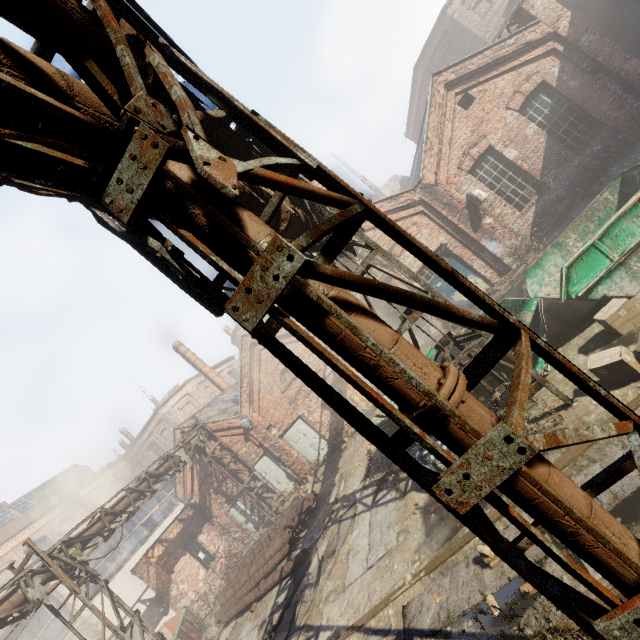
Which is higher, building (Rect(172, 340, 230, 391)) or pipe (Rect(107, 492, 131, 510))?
building (Rect(172, 340, 230, 391))

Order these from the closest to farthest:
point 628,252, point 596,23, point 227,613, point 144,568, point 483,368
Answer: point 483,368
point 628,252
point 227,613
point 144,568
point 596,23

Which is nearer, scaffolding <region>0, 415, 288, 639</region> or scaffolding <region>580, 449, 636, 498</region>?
scaffolding <region>580, 449, 636, 498</region>

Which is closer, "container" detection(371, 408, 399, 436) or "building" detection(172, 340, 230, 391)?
"container" detection(371, 408, 399, 436)

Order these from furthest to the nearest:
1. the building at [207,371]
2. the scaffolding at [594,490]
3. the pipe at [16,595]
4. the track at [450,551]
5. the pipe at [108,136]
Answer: the building at [207,371] → the pipe at [16,595] → the track at [450,551] → the scaffolding at [594,490] → the pipe at [108,136]

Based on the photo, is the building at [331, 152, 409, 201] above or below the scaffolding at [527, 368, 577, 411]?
above

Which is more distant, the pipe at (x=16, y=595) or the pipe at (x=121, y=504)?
the pipe at (x=121, y=504)

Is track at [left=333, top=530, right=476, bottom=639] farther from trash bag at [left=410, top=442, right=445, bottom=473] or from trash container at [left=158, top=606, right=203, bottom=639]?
trash bag at [left=410, top=442, right=445, bottom=473]
